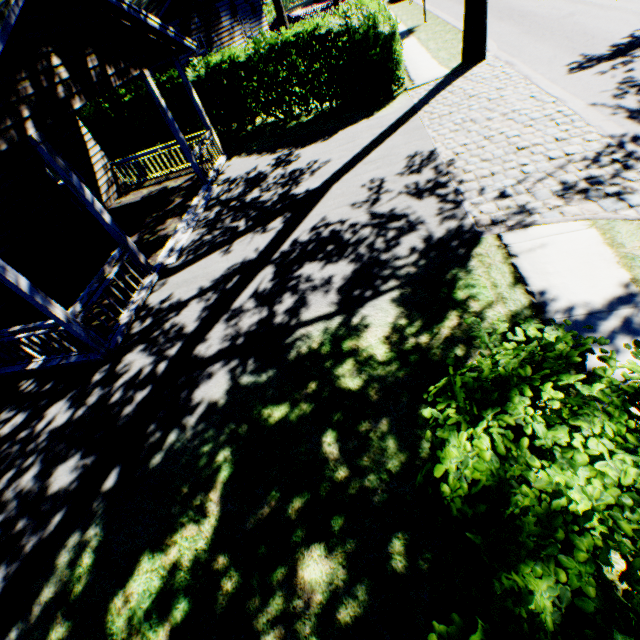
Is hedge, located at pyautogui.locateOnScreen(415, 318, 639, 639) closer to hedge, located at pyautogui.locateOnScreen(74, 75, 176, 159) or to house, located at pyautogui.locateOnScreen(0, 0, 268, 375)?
house, located at pyautogui.locateOnScreen(0, 0, 268, 375)

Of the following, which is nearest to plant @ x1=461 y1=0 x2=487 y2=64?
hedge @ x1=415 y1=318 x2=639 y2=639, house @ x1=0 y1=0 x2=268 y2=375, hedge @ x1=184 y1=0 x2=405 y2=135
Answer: house @ x1=0 y1=0 x2=268 y2=375

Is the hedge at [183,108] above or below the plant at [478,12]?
above

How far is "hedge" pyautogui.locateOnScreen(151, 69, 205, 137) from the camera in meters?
14.1 m

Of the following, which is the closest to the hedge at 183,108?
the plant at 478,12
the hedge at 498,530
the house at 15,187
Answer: the house at 15,187

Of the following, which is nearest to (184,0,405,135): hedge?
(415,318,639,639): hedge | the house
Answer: the house

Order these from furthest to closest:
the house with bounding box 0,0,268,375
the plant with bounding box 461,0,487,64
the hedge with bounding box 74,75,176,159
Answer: the hedge with bounding box 74,75,176,159 < the plant with bounding box 461,0,487,64 < the house with bounding box 0,0,268,375

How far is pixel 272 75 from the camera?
12.8m
